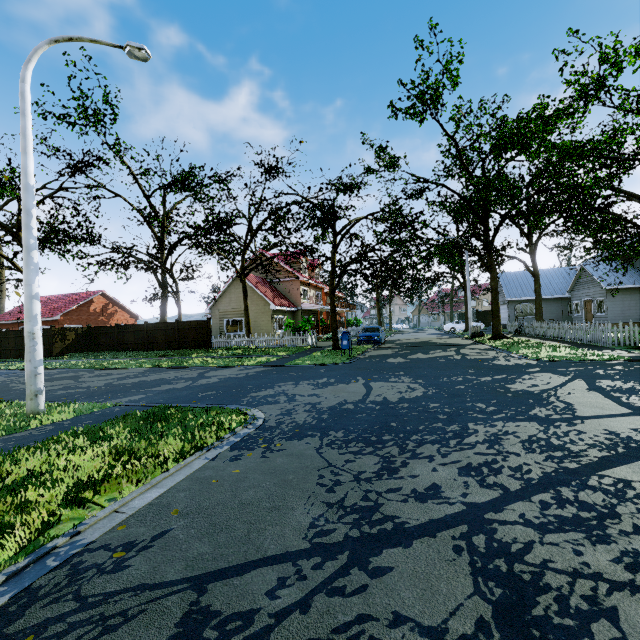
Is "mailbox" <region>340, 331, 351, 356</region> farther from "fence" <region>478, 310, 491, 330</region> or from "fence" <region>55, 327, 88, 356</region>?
"fence" <region>478, 310, 491, 330</region>

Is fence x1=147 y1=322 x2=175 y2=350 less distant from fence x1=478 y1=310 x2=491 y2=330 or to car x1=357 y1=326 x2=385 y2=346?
fence x1=478 y1=310 x2=491 y2=330

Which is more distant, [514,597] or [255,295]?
[255,295]

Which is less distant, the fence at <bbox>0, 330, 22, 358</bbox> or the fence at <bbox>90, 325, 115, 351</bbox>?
the fence at <bbox>0, 330, 22, 358</bbox>

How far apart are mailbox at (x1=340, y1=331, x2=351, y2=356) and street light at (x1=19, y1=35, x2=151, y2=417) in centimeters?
1135cm

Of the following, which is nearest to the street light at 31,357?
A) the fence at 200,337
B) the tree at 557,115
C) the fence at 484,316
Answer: the fence at 200,337

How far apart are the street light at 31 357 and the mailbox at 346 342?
11.4 meters

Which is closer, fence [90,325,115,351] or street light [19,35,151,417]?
street light [19,35,151,417]
